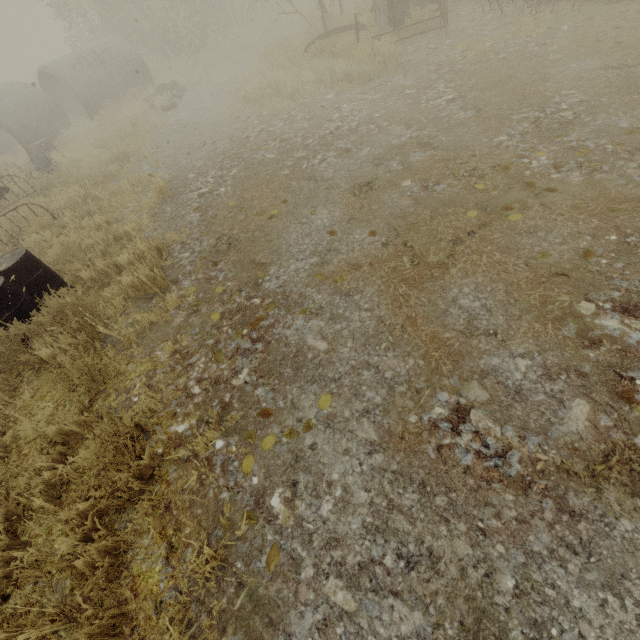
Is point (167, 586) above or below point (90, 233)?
below

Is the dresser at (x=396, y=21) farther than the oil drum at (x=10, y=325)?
Yes

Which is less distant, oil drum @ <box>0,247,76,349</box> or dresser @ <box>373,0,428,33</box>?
oil drum @ <box>0,247,76,349</box>
